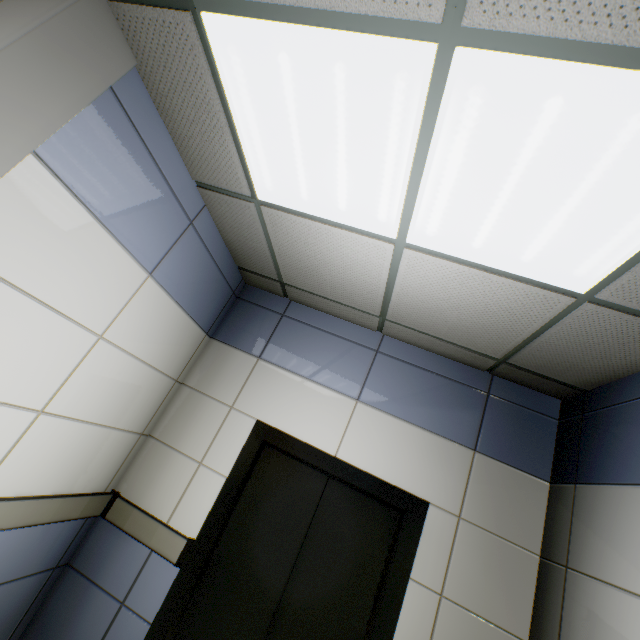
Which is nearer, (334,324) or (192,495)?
(192,495)
